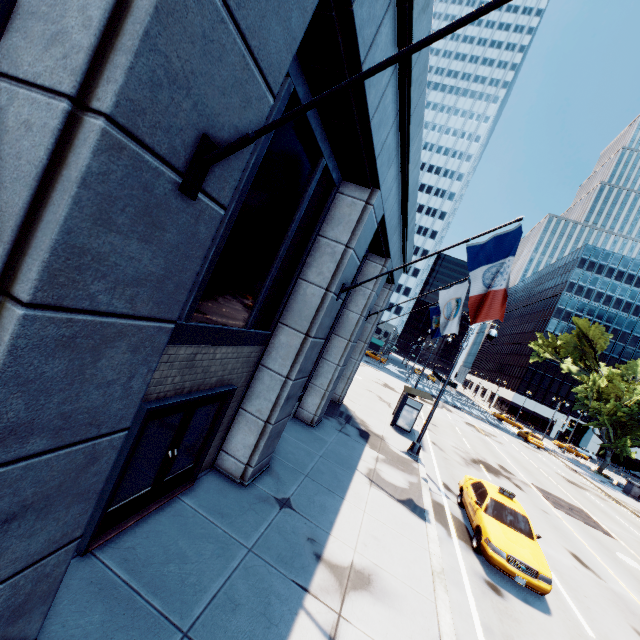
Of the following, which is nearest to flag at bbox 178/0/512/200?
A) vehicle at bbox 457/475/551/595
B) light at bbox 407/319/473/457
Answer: vehicle at bbox 457/475/551/595

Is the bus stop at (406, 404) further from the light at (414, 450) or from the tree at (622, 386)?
the tree at (622, 386)

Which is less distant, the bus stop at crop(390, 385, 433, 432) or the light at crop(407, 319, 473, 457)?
the light at crop(407, 319, 473, 457)

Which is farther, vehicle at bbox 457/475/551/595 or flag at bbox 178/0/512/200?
vehicle at bbox 457/475/551/595

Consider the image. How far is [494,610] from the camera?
7.6 meters

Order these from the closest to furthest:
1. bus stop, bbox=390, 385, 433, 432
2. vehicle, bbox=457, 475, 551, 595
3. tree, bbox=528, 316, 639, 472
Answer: vehicle, bbox=457, 475, 551, 595 → bus stop, bbox=390, 385, 433, 432 → tree, bbox=528, 316, 639, 472

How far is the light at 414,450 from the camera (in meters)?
15.75

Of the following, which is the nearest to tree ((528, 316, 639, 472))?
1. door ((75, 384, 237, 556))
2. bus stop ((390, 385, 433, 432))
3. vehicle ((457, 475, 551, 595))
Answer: vehicle ((457, 475, 551, 595))
